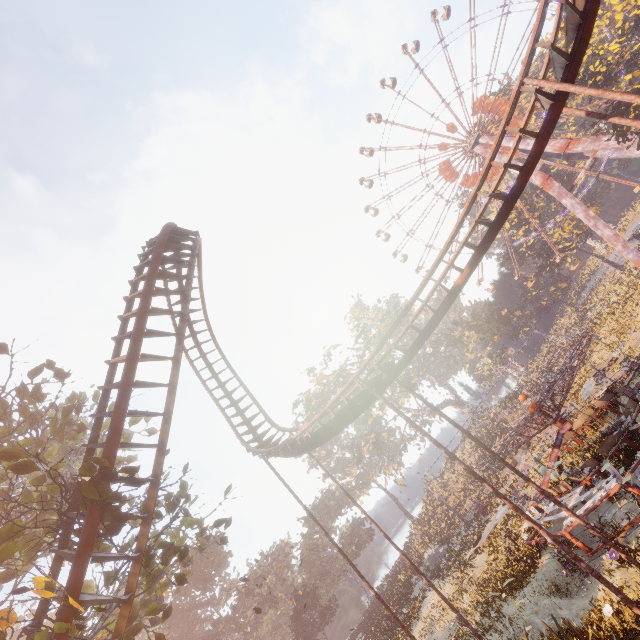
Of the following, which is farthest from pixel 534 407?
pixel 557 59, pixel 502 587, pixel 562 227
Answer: pixel 562 227

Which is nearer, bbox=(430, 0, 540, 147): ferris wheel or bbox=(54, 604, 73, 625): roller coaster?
bbox=(54, 604, 73, 625): roller coaster

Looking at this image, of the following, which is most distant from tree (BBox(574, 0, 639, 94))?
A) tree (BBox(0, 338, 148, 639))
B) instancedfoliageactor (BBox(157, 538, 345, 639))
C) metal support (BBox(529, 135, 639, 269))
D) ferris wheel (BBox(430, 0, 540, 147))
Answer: instancedfoliageactor (BBox(157, 538, 345, 639))

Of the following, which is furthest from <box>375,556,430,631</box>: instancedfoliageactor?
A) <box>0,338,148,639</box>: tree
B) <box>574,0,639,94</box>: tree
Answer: <box>574,0,639,94</box>: tree

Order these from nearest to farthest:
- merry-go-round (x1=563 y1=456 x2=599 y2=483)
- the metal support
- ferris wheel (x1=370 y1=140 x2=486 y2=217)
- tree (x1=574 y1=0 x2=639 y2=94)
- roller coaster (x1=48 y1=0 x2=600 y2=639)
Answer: roller coaster (x1=48 y1=0 x2=600 y2=639)
merry-go-round (x1=563 y1=456 x2=599 y2=483)
tree (x1=574 y1=0 x2=639 y2=94)
the metal support
ferris wheel (x1=370 y1=140 x2=486 y2=217)

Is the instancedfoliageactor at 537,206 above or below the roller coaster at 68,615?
above

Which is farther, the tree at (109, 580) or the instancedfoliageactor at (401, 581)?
the instancedfoliageactor at (401, 581)

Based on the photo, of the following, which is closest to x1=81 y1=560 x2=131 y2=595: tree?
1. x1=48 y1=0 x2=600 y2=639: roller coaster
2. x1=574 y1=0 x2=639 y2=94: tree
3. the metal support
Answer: x1=48 y1=0 x2=600 y2=639: roller coaster
